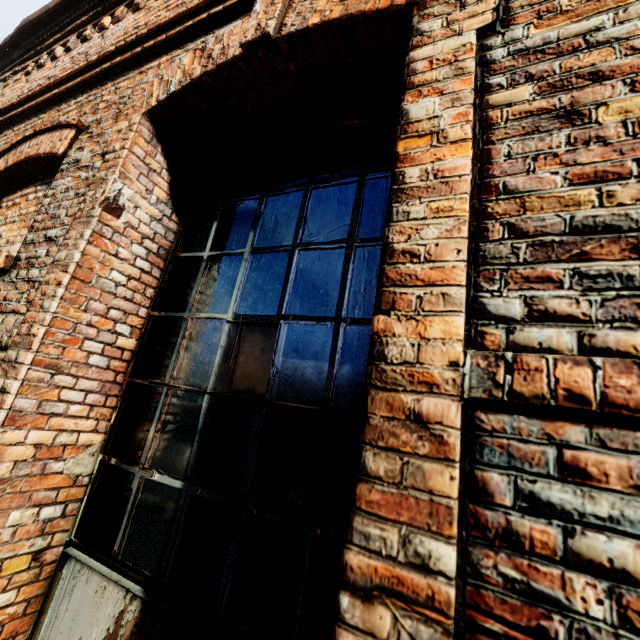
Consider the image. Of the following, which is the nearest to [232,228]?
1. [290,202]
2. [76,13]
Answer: [290,202]
